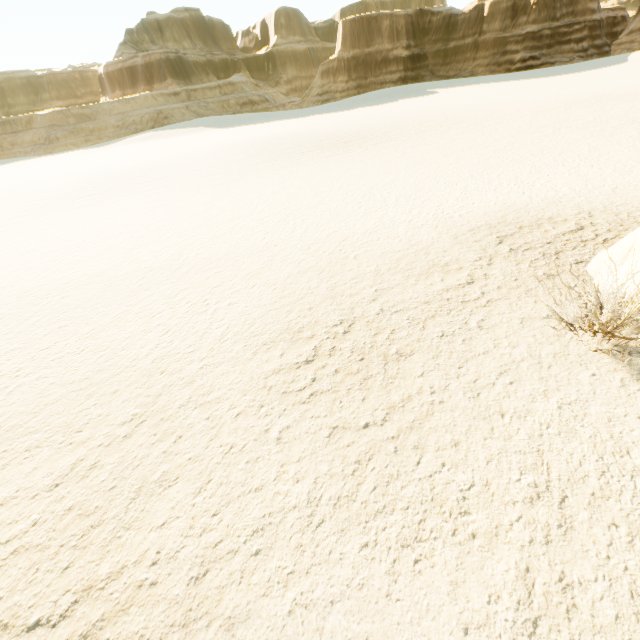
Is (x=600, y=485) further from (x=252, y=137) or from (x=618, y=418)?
(x=252, y=137)
